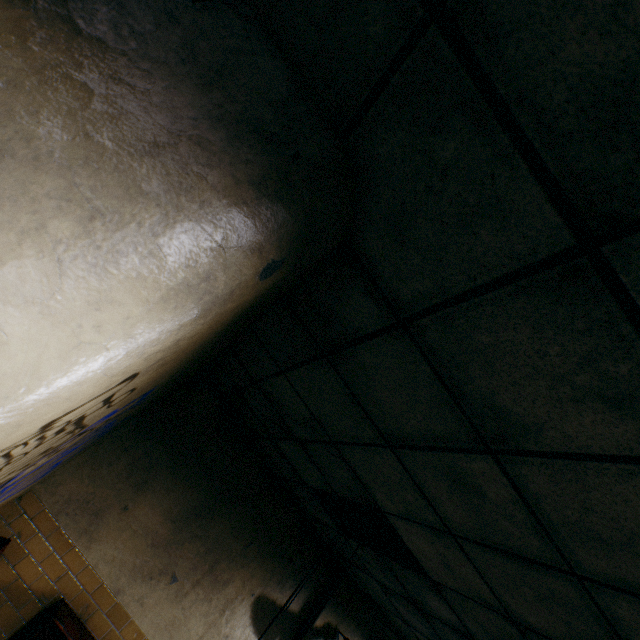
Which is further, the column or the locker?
the column

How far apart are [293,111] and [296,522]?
4.9 meters

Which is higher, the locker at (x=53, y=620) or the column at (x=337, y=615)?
the column at (x=337, y=615)

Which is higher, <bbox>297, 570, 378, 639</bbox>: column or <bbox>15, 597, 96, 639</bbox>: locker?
<bbox>297, 570, 378, 639</bbox>: column

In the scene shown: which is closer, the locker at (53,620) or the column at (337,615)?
the locker at (53,620)
